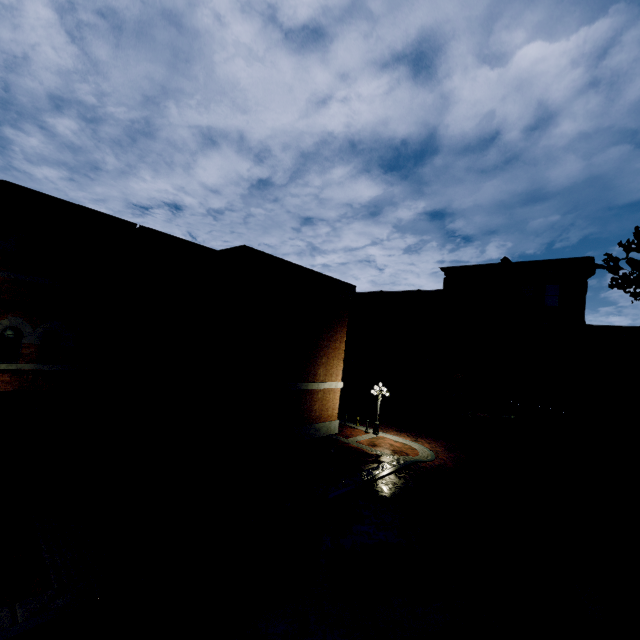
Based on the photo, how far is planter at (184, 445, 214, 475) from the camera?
13.2 meters

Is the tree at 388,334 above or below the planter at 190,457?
above

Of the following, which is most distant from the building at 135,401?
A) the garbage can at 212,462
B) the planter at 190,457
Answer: the garbage can at 212,462

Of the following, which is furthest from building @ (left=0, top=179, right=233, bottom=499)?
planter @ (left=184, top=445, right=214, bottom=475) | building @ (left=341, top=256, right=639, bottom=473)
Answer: building @ (left=341, top=256, right=639, bottom=473)

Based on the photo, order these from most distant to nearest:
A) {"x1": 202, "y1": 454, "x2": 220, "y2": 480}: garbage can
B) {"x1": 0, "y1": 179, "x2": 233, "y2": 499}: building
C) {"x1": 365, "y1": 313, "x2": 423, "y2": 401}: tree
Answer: {"x1": 365, "y1": 313, "x2": 423, "y2": 401}: tree
{"x1": 202, "y1": 454, "x2": 220, "y2": 480}: garbage can
{"x1": 0, "y1": 179, "x2": 233, "y2": 499}: building

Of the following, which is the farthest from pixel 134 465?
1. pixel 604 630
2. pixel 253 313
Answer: pixel 604 630

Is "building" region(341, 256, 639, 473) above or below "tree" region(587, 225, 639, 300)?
below

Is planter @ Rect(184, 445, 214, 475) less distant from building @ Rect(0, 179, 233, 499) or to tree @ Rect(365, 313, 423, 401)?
building @ Rect(0, 179, 233, 499)
